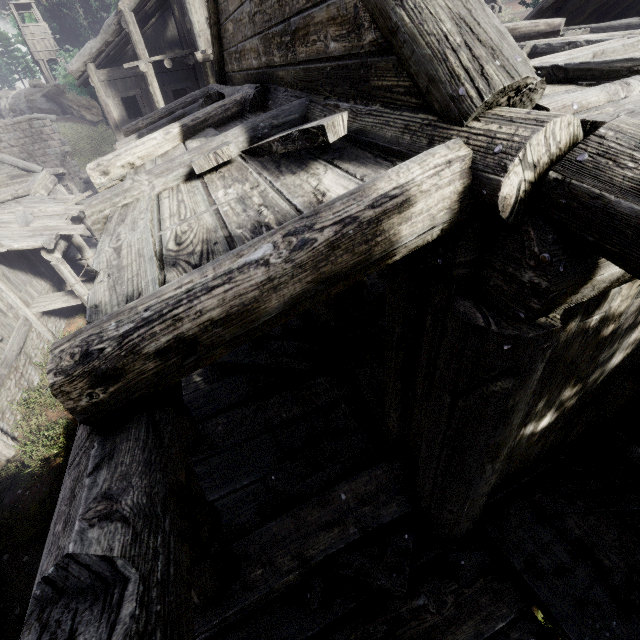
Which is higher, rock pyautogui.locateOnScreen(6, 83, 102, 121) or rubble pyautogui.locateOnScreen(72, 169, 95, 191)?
rock pyautogui.locateOnScreen(6, 83, 102, 121)

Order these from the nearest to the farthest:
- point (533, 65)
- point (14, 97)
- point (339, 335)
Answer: point (533, 65), point (339, 335), point (14, 97)

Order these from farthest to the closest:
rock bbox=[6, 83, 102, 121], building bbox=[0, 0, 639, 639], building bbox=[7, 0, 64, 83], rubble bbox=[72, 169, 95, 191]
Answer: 1. building bbox=[7, 0, 64, 83]
2. rock bbox=[6, 83, 102, 121]
3. rubble bbox=[72, 169, 95, 191]
4. building bbox=[0, 0, 639, 639]

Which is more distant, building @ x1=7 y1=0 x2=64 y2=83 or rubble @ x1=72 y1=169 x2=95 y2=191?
building @ x1=7 y1=0 x2=64 y2=83

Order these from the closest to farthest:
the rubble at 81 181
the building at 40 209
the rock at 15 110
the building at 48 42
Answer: the building at 40 209 < the rubble at 81 181 < the rock at 15 110 < the building at 48 42

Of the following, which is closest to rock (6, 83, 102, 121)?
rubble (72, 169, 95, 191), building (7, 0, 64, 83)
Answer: building (7, 0, 64, 83)

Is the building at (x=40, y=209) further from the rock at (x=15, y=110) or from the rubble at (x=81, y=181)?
the rock at (x=15, y=110)
